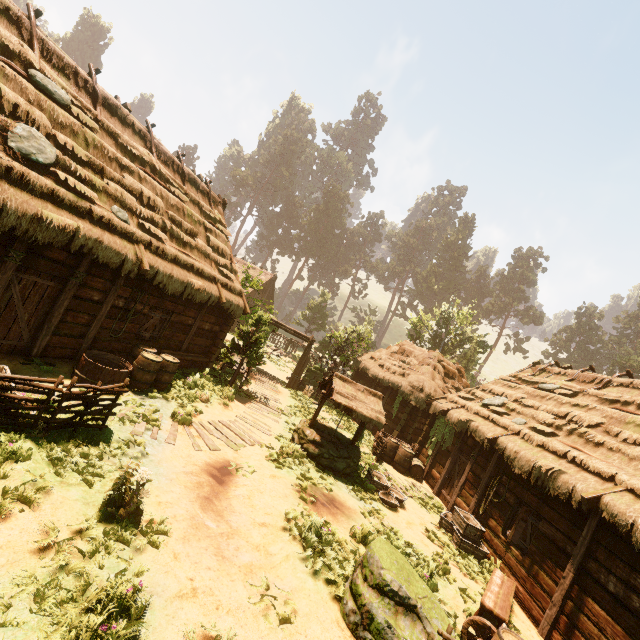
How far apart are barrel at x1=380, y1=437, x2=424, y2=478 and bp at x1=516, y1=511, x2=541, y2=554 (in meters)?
5.32

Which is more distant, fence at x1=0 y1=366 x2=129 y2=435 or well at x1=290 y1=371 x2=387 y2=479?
well at x1=290 y1=371 x2=387 y2=479

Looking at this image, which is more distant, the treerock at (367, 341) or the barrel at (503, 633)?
the treerock at (367, 341)

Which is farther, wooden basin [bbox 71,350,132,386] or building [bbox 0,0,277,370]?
wooden basin [bbox 71,350,132,386]

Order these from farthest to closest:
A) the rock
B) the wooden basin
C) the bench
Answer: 1. the wooden basin
2. the bench
3. the rock

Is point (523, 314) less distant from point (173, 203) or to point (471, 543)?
point (471, 543)

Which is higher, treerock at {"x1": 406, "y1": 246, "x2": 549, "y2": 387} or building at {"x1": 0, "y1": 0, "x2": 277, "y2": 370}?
treerock at {"x1": 406, "y1": 246, "x2": 549, "y2": 387}

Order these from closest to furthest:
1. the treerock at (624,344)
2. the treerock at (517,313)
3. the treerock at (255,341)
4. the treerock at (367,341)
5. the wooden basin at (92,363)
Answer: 1. the wooden basin at (92,363)
2. the treerock at (255,341)
3. the treerock at (367,341)
4. the treerock at (517,313)
5. the treerock at (624,344)
